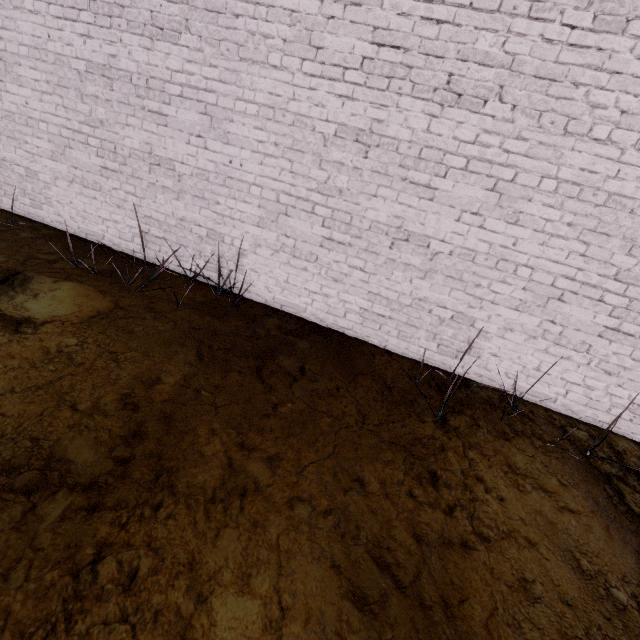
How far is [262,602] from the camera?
1.4m
